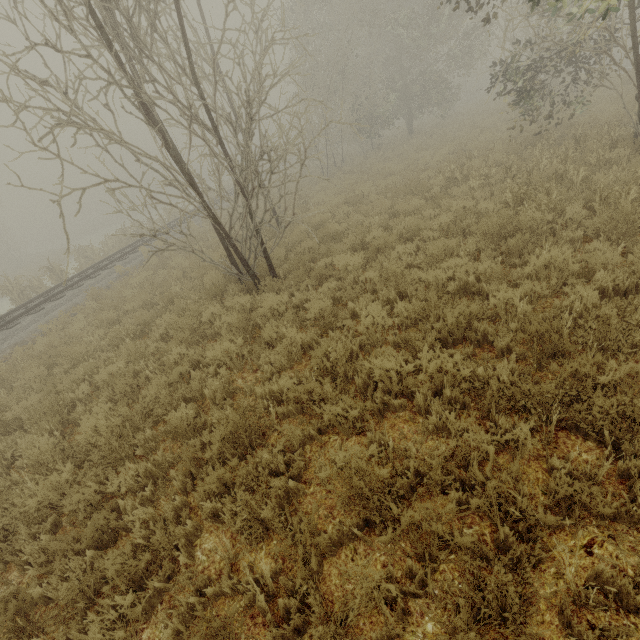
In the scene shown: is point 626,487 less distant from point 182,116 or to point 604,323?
point 604,323

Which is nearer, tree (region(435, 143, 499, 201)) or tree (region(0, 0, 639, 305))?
tree (region(0, 0, 639, 305))

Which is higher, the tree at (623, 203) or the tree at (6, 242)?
the tree at (6, 242)

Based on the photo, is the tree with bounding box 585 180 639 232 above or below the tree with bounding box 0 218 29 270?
below

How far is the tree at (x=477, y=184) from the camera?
9.3m

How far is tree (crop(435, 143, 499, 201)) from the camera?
9.3m

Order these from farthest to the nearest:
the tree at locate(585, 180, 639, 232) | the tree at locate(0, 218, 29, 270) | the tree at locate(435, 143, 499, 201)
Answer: the tree at locate(0, 218, 29, 270) < the tree at locate(435, 143, 499, 201) < the tree at locate(585, 180, 639, 232)
